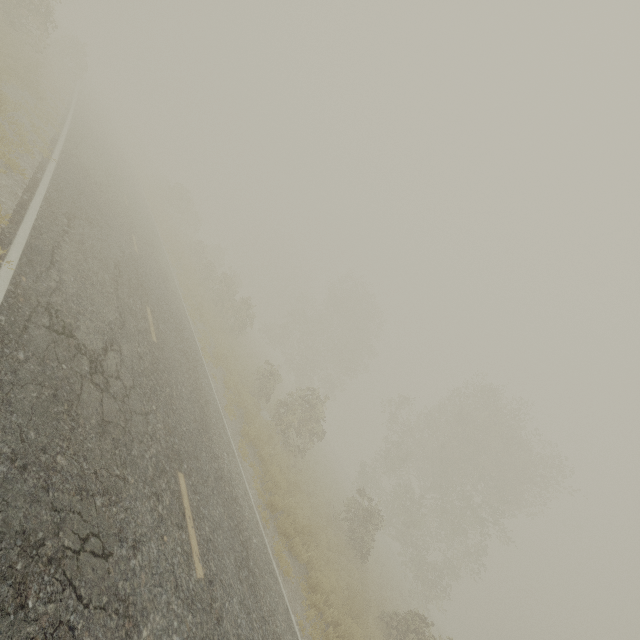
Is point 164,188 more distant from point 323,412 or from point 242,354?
point 323,412

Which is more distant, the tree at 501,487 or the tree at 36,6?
the tree at 501,487

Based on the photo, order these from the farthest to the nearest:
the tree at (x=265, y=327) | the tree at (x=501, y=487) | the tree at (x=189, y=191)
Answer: the tree at (x=189, y=191) < the tree at (x=265, y=327) < the tree at (x=501, y=487)

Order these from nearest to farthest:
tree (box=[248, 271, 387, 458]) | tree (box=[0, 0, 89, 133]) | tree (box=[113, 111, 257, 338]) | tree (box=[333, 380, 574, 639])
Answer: tree (box=[0, 0, 89, 133]), tree (box=[333, 380, 574, 639]), tree (box=[248, 271, 387, 458]), tree (box=[113, 111, 257, 338])

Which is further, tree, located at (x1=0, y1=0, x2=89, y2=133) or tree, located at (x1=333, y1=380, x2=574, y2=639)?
tree, located at (x1=333, y1=380, x2=574, y2=639)

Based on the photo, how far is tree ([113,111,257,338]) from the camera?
24.6m
